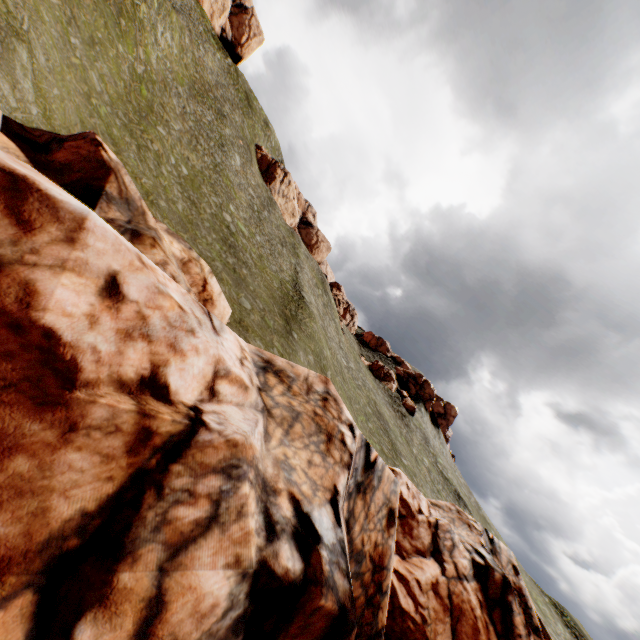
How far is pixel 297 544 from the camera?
5.08m
